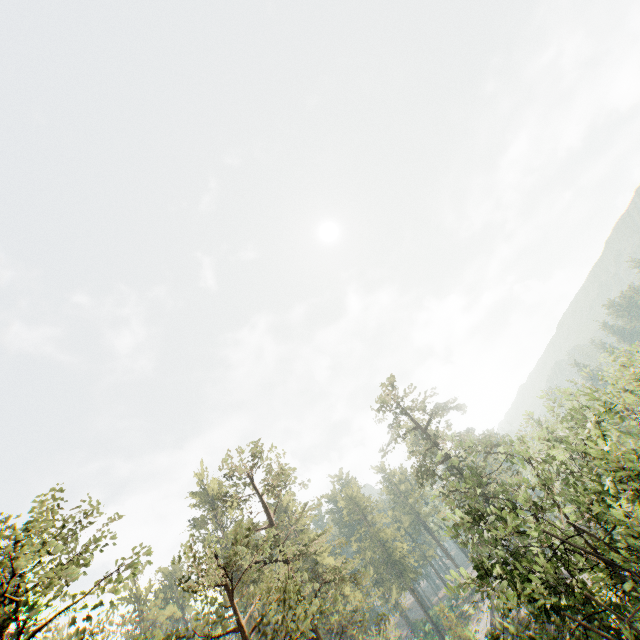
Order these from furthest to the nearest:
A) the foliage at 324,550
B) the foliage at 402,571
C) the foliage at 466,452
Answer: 1. the foliage at 402,571
2. the foliage at 466,452
3. the foliage at 324,550

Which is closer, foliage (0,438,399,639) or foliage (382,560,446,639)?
foliage (0,438,399,639)

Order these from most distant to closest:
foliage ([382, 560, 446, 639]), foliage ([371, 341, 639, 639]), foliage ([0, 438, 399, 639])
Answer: foliage ([382, 560, 446, 639])
foliage ([371, 341, 639, 639])
foliage ([0, 438, 399, 639])

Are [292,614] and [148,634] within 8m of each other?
yes

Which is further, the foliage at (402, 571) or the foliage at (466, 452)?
the foliage at (402, 571)
